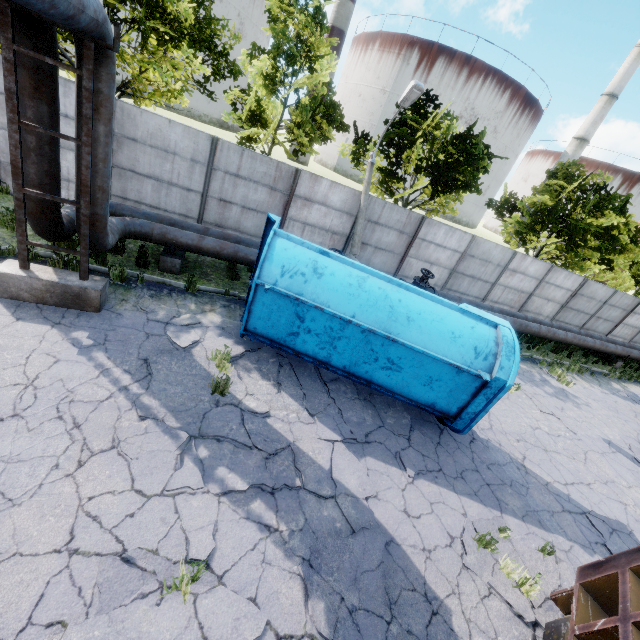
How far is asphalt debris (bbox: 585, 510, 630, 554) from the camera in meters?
6.5 m

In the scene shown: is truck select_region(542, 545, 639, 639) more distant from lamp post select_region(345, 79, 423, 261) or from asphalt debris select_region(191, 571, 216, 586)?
lamp post select_region(345, 79, 423, 261)

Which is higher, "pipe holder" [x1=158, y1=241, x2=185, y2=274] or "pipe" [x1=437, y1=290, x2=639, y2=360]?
"pipe" [x1=437, y1=290, x2=639, y2=360]

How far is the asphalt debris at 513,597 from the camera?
4.7m

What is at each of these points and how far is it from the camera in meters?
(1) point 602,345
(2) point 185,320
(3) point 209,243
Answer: (1) pipe, 16.9
(2) asphalt debris, 7.8
(3) pipe, 9.3

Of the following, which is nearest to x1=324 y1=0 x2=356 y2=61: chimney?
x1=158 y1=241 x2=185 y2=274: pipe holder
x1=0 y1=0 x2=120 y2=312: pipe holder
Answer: x1=158 y1=241 x2=185 y2=274: pipe holder

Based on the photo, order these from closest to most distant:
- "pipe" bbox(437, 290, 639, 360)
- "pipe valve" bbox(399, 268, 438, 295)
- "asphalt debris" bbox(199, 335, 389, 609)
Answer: "asphalt debris" bbox(199, 335, 389, 609) < "pipe valve" bbox(399, 268, 438, 295) < "pipe" bbox(437, 290, 639, 360)

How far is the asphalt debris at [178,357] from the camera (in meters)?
4.68
